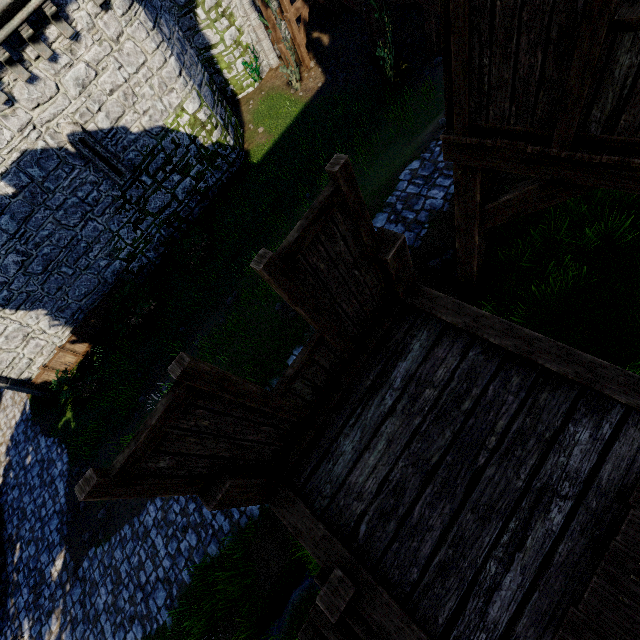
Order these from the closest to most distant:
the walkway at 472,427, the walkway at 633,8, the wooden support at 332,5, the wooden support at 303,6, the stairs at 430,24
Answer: the walkway at 472,427 → the walkway at 633,8 → the stairs at 430,24 → the wooden support at 303,6 → the wooden support at 332,5

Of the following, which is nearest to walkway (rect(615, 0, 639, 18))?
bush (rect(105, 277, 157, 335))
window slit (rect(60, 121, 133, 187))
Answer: bush (rect(105, 277, 157, 335))

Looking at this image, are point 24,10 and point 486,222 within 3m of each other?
no

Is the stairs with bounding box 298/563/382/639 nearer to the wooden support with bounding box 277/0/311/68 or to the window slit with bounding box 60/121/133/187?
the window slit with bounding box 60/121/133/187

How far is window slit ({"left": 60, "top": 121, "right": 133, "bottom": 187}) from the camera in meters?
11.4 m

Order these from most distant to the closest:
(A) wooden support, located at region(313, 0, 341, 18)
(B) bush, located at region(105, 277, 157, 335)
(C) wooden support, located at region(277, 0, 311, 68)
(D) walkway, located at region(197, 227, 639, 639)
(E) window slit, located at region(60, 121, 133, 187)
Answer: (A) wooden support, located at region(313, 0, 341, 18), (C) wooden support, located at region(277, 0, 311, 68), (B) bush, located at region(105, 277, 157, 335), (E) window slit, located at region(60, 121, 133, 187), (D) walkway, located at region(197, 227, 639, 639)

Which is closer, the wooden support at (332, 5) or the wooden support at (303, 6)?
the wooden support at (303, 6)

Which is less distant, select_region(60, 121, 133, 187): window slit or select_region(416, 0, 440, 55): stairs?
select_region(60, 121, 133, 187): window slit
